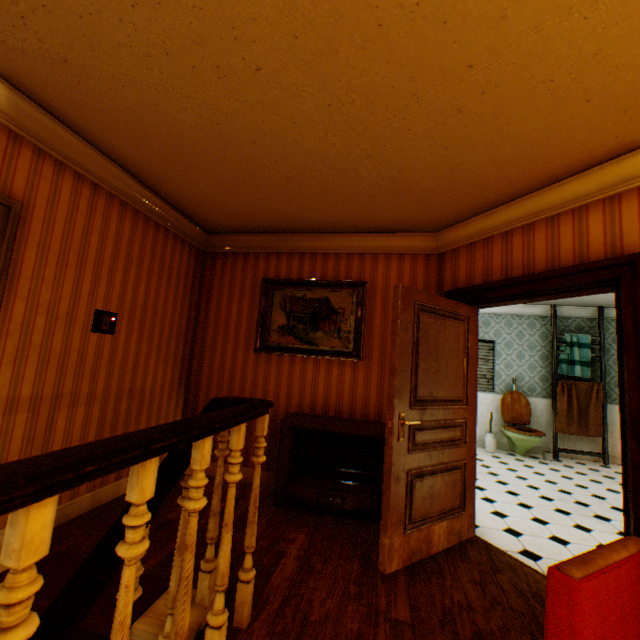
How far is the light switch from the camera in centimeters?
296cm

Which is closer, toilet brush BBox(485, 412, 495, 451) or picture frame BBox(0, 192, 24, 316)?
picture frame BBox(0, 192, 24, 316)

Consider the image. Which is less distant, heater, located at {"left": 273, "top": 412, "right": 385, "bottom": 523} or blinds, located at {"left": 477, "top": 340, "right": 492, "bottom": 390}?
heater, located at {"left": 273, "top": 412, "right": 385, "bottom": 523}

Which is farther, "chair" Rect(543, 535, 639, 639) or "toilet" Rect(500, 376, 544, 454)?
"toilet" Rect(500, 376, 544, 454)

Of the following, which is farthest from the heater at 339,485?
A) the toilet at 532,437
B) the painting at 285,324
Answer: the toilet at 532,437

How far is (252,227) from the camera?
4.2 meters

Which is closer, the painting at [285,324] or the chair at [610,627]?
the chair at [610,627]

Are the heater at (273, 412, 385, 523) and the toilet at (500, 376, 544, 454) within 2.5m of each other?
no
